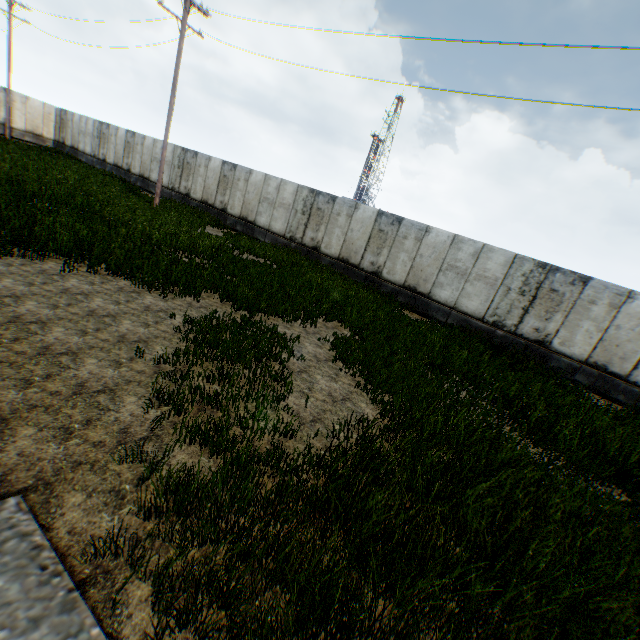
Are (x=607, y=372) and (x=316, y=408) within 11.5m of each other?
no
